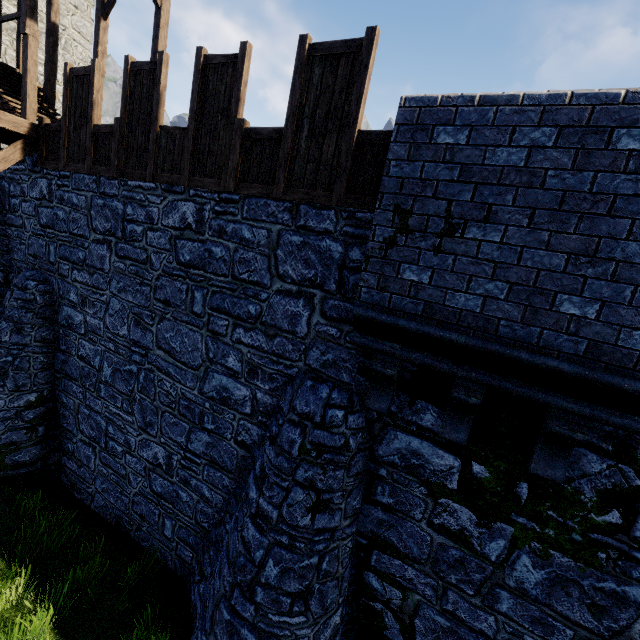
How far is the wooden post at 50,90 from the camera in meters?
11.4

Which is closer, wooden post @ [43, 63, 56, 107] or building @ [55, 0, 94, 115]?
wooden post @ [43, 63, 56, 107]

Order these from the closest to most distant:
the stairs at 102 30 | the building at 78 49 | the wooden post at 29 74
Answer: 1. the wooden post at 29 74
2. the stairs at 102 30
3. the building at 78 49

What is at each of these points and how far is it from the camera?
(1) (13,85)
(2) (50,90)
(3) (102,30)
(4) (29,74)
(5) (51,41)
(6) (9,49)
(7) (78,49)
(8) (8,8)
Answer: (1) stairs, 11.2 meters
(2) wooden post, 11.6 meters
(3) stairs, 10.5 meters
(4) wooden post, 9.3 meters
(5) stairs, 11.2 meters
(6) building, 13.7 meters
(7) building, 15.7 meters
(8) building, 13.4 meters

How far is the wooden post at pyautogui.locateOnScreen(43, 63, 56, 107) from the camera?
11.4 meters

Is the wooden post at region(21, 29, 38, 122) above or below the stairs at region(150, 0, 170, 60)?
below

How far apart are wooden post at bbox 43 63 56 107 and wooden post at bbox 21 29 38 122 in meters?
2.4 m

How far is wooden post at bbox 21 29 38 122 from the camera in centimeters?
920cm
